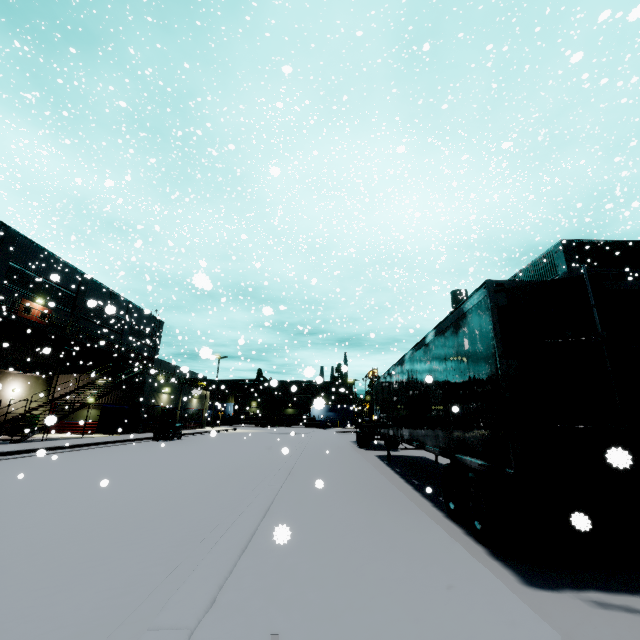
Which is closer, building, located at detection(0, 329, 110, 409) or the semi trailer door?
the semi trailer door

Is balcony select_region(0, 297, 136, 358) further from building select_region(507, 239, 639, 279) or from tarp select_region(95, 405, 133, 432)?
tarp select_region(95, 405, 133, 432)

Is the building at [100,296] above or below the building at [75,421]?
above

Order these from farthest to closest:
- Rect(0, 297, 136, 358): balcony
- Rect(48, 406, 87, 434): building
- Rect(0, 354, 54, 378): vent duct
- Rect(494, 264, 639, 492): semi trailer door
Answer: Rect(48, 406, 87, 434): building → Rect(0, 354, 54, 378): vent duct → Rect(0, 297, 136, 358): balcony → Rect(494, 264, 639, 492): semi trailer door

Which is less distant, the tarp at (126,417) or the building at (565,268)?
the tarp at (126,417)

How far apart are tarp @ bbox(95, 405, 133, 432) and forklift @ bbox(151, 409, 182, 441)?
3.3 meters

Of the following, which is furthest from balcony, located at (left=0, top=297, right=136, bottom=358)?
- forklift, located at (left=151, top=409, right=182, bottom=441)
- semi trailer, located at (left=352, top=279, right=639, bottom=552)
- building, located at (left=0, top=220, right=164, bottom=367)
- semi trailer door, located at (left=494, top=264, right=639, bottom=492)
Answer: semi trailer door, located at (left=494, top=264, right=639, bottom=492)

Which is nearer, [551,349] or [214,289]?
[551,349]
